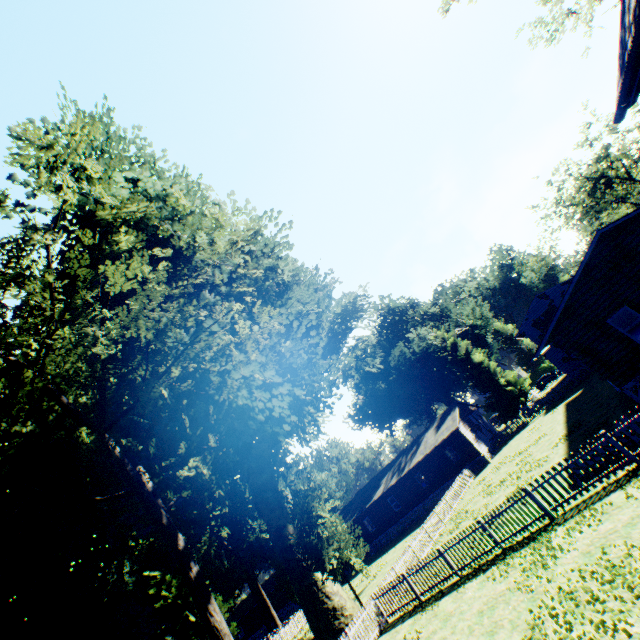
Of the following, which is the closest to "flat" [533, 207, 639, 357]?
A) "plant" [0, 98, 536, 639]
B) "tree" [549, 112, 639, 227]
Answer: "plant" [0, 98, 536, 639]

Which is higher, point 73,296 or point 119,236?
point 119,236

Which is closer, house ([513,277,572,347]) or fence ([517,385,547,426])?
fence ([517,385,547,426])

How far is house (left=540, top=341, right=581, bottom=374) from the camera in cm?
3456

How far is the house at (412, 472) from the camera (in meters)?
34.81

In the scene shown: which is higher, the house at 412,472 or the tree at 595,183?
the tree at 595,183

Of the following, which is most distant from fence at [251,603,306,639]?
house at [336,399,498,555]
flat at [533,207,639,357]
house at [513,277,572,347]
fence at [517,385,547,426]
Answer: house at [513,277,572,347]

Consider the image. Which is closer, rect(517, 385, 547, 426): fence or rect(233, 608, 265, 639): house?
rect(517, 385, 547, 426): fence
